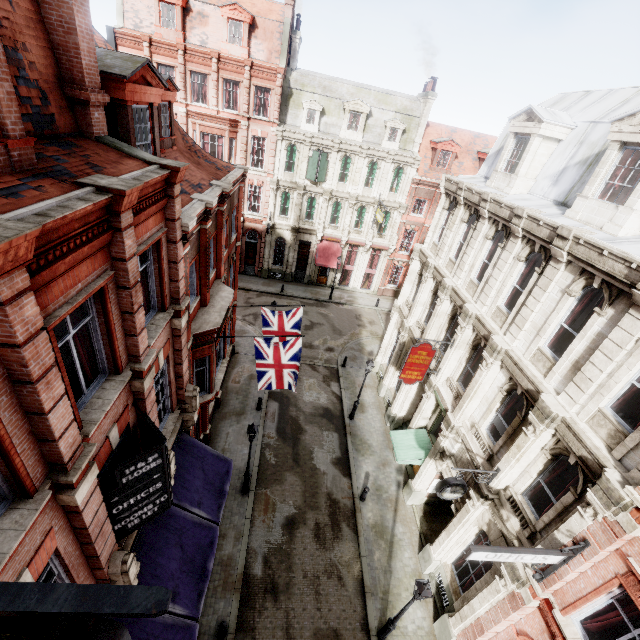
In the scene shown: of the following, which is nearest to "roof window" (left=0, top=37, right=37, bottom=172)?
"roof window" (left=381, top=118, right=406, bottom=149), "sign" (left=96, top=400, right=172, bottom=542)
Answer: "sign" (left=96, top=400, right=172, bottom=542)

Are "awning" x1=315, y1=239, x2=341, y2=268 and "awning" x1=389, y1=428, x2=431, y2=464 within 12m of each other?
no

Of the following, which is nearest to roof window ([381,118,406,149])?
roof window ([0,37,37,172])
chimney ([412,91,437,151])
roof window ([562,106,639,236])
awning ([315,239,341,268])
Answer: chimney ([412,91,437,151])

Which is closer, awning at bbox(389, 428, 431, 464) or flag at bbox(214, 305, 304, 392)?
flag at bbox(214, 305, 304, 392)

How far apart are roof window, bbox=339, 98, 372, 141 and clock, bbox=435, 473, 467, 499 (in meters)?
28.11

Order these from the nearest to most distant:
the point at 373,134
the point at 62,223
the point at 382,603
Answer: the point at 62,223
the point at 382,603
the point at 373,134

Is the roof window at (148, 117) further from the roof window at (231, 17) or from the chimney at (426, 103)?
the chimney at (426, 103)

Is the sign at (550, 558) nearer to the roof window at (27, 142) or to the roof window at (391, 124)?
the roof window at (27, 142)
